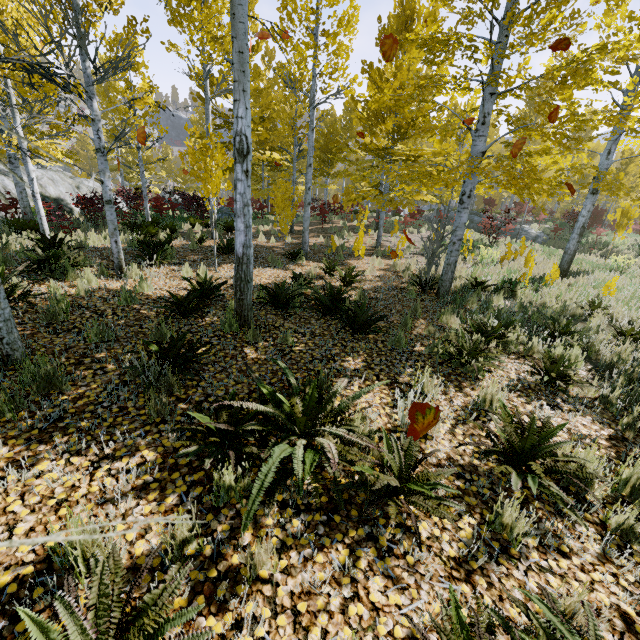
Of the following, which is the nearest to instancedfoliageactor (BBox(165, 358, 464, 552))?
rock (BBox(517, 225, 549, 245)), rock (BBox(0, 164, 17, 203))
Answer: rock (BBox(0, 164, 17, 203))

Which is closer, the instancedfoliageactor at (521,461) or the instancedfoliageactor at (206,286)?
the instancedfoliageactor at (521,461)

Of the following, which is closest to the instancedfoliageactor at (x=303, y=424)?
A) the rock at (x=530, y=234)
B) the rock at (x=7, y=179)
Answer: the rock at (x=7, y=179)

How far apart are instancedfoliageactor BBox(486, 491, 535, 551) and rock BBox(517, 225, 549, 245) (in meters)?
21.05

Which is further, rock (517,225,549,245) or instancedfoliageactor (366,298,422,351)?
rock (517,225,549,245)

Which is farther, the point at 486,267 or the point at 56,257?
the point at 486,267

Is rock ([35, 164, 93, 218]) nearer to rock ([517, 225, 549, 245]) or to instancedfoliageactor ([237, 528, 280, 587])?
instancedfoliageactor ([237, 528, 280, 587])
